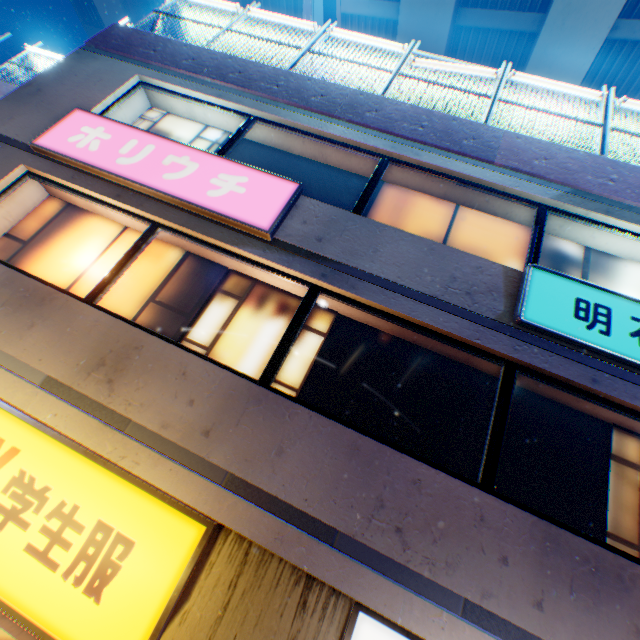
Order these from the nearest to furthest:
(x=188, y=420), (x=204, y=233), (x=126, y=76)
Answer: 1. (x=188, y=420)
2. (x=204, y=233)
3. (x=126, y=76)

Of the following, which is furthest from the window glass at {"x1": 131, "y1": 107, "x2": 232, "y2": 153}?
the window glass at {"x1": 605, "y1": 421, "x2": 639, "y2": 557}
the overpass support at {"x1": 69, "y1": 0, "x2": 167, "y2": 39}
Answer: the overpass support at {"x1": 69, "y1": 0, "x2": 167, "y2": 39}

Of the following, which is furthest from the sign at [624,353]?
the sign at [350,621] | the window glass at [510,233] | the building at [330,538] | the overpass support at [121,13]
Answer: the overpass support at [121,13]

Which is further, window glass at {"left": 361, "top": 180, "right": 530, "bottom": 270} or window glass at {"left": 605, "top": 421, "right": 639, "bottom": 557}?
window glass at {"left": 361, "top": 180, "right": 530, "bottom": 270}

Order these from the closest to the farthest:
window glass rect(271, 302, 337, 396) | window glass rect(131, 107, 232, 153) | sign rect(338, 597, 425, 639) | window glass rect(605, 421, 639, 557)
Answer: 1. sign rect(338, 597, 425, 639)
2. window glass rect(605, 421, 639, 557)
3. window glass rect(271, 302, 337, 396)
4. window glass rect(131, 107, 232, 153)

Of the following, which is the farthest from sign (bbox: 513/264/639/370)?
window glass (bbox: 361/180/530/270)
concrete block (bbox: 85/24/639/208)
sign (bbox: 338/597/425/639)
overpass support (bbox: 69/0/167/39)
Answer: overpass support (bbox: 69/0/167/39)

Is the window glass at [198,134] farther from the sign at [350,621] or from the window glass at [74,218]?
the sign at [350,621]

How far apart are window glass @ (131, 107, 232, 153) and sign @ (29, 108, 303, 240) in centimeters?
56cm
